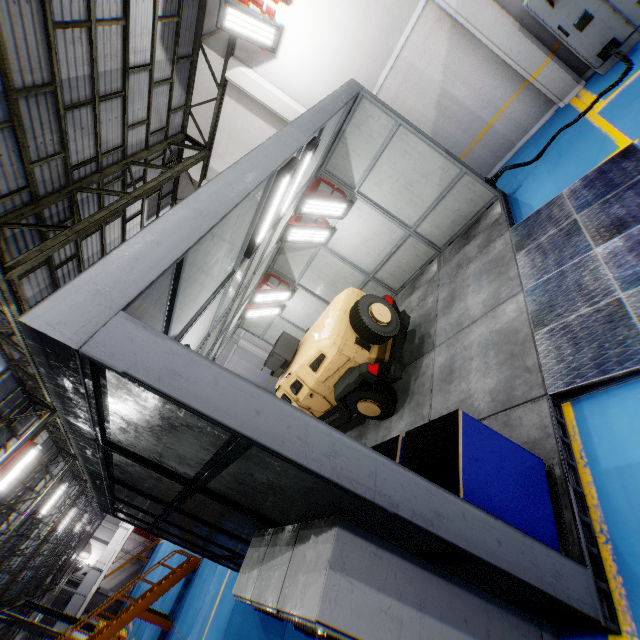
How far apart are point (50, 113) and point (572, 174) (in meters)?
10.19

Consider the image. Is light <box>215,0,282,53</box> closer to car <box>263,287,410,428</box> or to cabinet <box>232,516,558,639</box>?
car <box>263,287,410,428</box>

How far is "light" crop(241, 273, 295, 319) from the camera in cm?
1092

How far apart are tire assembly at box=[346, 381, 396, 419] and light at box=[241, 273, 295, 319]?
5.38m

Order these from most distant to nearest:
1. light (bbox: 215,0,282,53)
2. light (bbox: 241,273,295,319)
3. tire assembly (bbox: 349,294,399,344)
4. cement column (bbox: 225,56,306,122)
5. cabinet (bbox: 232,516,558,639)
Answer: light (bbox: 241,273,295,319) → cement column (bbox: 225,56,306,122) → light (bbox: 215,0,282,53) → tire assembly (bbox: 349,294,399,344) → cabinet (bbox: 232,516,558,639)

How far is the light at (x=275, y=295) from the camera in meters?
10.9 m

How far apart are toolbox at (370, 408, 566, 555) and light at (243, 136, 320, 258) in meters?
3.4

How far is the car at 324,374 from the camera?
6.1 meters
